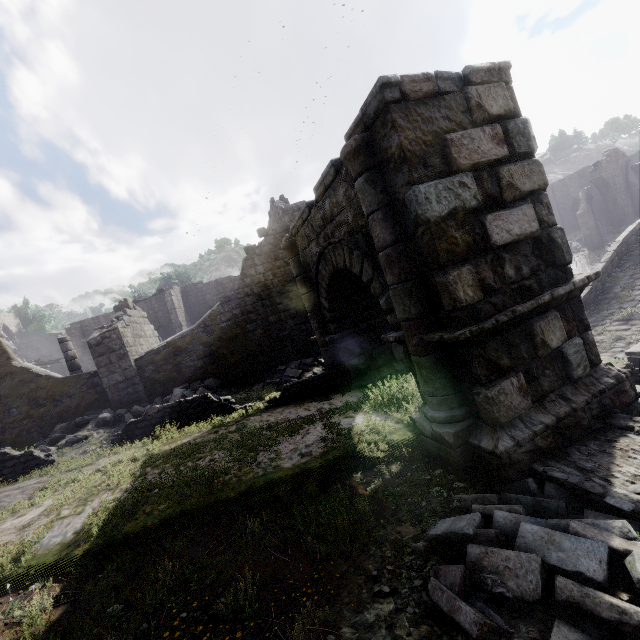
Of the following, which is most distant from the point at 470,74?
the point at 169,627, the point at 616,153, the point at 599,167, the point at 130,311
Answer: the point at 616,153

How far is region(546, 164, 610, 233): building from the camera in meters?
37.7

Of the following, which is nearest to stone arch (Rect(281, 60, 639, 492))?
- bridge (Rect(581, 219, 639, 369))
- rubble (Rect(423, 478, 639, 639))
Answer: rubble (Rect(423, 478, 639, 639))

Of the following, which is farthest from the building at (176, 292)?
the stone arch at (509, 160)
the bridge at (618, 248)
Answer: the bridge at (618, 248)

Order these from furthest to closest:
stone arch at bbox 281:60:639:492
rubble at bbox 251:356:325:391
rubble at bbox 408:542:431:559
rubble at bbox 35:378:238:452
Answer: rubble at bbox 251:356:325:391
rubble at bbox 35:378:238:452
stone arch at bbox 281:60:639:492
rubble at bbox 408:542:431:559

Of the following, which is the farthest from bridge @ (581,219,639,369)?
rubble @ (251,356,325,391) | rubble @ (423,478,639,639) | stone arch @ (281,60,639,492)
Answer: rubble @ (251,356,325,391)

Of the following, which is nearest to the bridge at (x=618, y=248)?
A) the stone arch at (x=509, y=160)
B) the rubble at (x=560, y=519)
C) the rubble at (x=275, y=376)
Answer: the stone arch at (x=509, y=160)

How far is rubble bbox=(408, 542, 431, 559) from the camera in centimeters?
376cm
